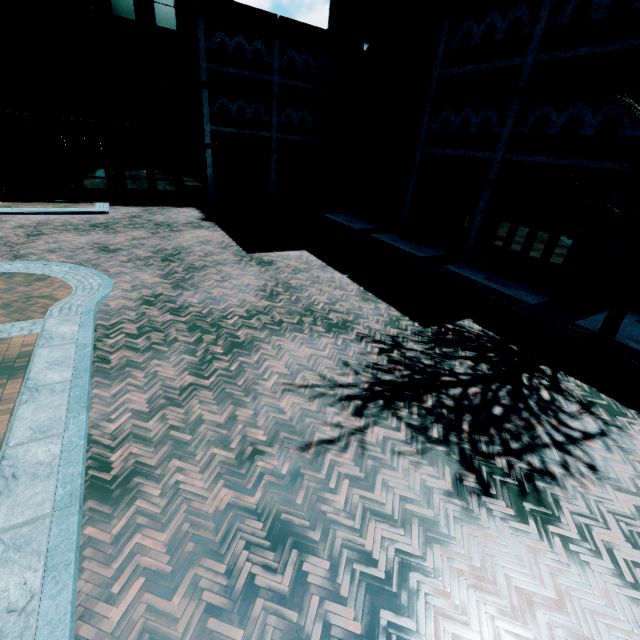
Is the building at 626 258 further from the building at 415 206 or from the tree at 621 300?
the tree at 621 300

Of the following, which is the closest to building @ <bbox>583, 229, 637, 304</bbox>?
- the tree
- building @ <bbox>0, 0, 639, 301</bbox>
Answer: building @ <bbox>0, 0, 639, 301</bbox>

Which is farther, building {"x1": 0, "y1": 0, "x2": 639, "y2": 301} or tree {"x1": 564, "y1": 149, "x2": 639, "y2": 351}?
building {"x1": 0, "y1": 0, "x2": 639, "y2": 301}

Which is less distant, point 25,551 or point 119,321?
point 25,551

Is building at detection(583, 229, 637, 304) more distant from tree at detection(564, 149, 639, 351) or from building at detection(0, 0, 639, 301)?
tree at detection(564, 149, 639, 351)

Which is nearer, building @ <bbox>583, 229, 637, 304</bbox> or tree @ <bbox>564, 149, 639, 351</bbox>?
tree @ <bbox>564, 149, 639, 351</bbox>

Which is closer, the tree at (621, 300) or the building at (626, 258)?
the tree at (621, 300)
